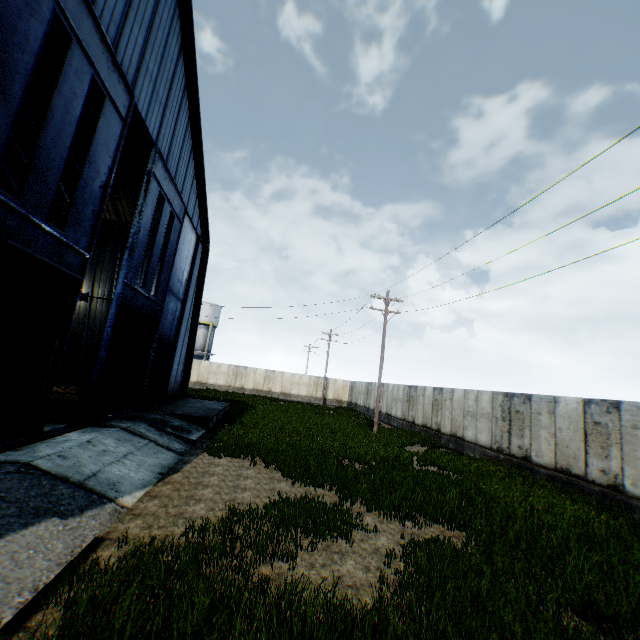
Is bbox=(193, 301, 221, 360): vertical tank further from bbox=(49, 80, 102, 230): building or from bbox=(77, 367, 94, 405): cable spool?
bbox=(77, 367, 94, 405): cable spool

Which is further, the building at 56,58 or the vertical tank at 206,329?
the vertical tank at 206,329

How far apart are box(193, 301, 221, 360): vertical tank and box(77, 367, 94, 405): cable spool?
32.74m

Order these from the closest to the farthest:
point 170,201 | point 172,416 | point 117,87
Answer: point 117,87
point 170,201
point 172,416

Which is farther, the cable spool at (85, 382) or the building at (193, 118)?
the cable spool at (85, 382)

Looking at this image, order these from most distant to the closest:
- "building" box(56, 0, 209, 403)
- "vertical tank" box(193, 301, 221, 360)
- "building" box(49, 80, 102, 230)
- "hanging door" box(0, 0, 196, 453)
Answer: "vertical tank" box(193, 301, 221, 360) → "building" box(49, 80, 102, 230) → "building" box(56, 0, 209, 403) → "hanging door" box(0, 0, 196, 453)

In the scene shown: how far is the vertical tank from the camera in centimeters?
4834cm

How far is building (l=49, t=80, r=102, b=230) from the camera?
16.0 meters
